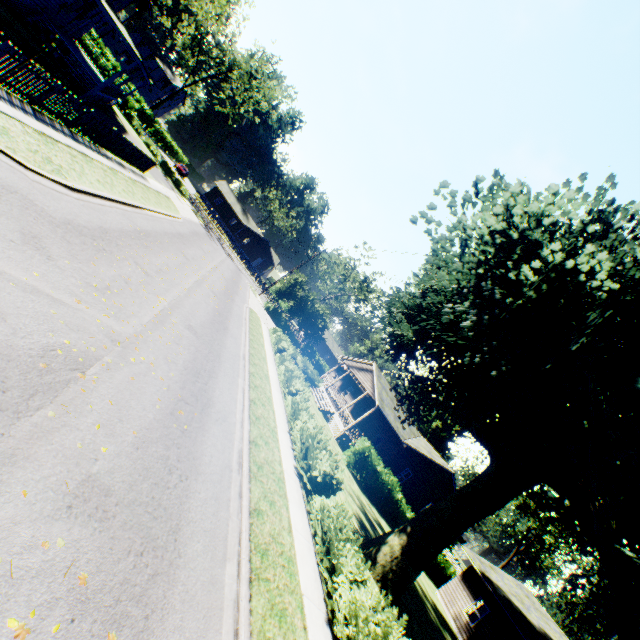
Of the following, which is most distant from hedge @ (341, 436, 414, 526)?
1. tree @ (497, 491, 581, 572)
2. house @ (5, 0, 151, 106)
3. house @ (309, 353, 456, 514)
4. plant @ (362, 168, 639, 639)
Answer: tree @ (497, 491, 581, 572)

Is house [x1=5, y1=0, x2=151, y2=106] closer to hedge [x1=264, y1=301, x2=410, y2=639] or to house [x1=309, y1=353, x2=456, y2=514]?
hedge [x1=264, y1=301, x2=410, y2=639]

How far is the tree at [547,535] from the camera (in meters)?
43.53

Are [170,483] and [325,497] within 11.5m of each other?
yes

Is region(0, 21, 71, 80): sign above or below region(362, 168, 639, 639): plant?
below

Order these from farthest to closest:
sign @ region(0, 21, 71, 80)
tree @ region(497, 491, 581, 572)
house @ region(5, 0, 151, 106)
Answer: tree @ region(497, 491, 581, 572) < house @ region(5, 0, 151, 106) < sign @ region(0, 21, 71, 80)

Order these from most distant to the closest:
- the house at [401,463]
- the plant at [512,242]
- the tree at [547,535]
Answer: the tree at [547,535], the house at [401,463], the plant at [512,242]

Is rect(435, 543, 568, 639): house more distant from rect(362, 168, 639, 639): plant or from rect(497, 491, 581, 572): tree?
rect(497, 491, 581, 572): tree
